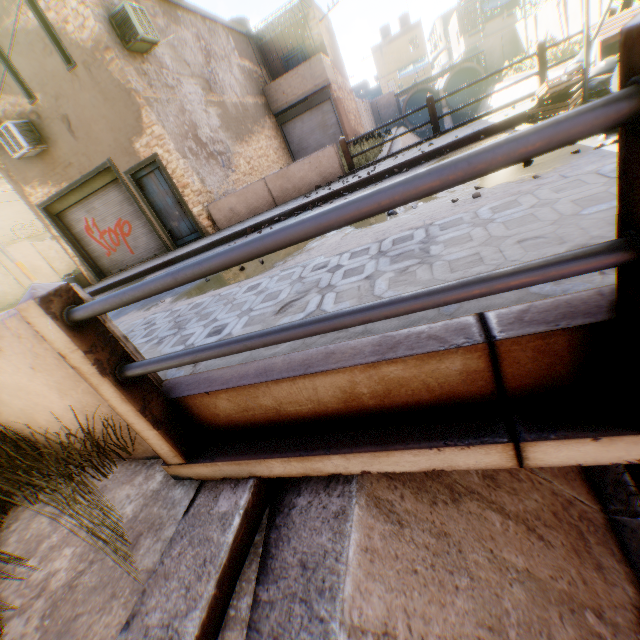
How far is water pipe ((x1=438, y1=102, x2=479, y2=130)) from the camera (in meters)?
31.33

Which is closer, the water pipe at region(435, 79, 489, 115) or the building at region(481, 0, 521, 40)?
the water pipe at region(435, 79, 489, 115)

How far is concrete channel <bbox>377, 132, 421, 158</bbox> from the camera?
16.0m

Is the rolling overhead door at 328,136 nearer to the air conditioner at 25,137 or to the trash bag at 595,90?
the air conditioner at 25,137

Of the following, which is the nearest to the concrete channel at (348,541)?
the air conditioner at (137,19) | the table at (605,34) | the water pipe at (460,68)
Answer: the water pipe at (460,68)

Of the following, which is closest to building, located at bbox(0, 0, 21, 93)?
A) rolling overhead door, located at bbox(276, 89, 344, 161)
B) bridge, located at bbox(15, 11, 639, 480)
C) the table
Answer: rolling overhead door, located at bbox(276, 89, 344, 161)

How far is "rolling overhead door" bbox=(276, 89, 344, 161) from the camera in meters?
17.6

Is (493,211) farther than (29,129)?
No
